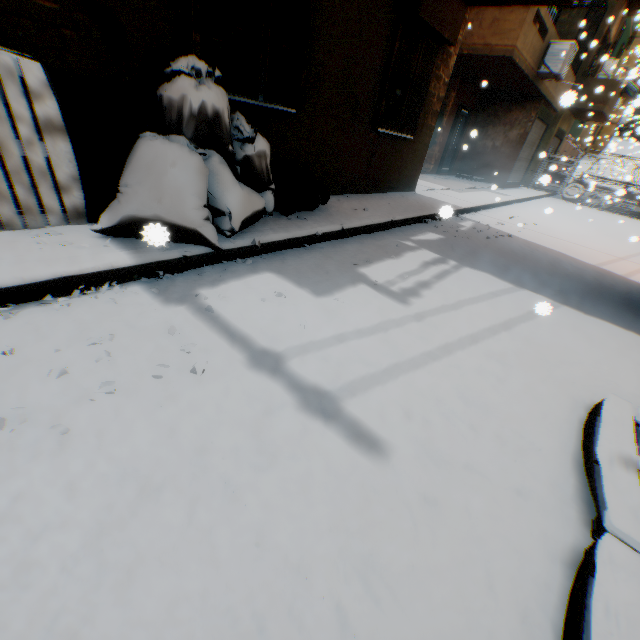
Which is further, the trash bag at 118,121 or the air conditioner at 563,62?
the air conditioner at 563,62

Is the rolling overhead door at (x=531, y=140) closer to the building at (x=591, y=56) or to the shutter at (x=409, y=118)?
the building at (x=591, y=56)

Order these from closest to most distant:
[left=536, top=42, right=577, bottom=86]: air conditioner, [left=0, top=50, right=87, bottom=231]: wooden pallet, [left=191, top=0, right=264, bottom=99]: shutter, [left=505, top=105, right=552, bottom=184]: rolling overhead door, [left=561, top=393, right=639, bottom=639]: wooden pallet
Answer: [left=561, top=393, right=639, bottom=639]: wooden pallet < [left=0, top=50, right=87, bottom=231]: wooden pallet < [left=191, top=0, right=264, bottom=99]: shutter < [left=536, top=42, right=577, bottom=86]: air conditioner < [left=505, top=105, right=552, bottom=184]: rolling overhead door

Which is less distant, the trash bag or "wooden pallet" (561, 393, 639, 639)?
"wooden pallet" (561, 393, 639, 639)

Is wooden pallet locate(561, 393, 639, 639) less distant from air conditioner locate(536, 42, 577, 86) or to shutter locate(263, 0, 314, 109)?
shutter locate(263, 0, 314, 109)

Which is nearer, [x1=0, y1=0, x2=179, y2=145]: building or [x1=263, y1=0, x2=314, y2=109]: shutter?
[x1=0, y1=0, x2=179, y2=145]: building

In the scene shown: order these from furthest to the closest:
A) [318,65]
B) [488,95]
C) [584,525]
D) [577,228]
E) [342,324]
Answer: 1. [488,95]
2. [577,228]
3. [318,65]
4. [342,324]
5. [584,525]

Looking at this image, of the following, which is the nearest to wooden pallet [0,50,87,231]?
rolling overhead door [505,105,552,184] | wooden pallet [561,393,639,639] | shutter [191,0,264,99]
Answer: shutter [191,0,264,99]
